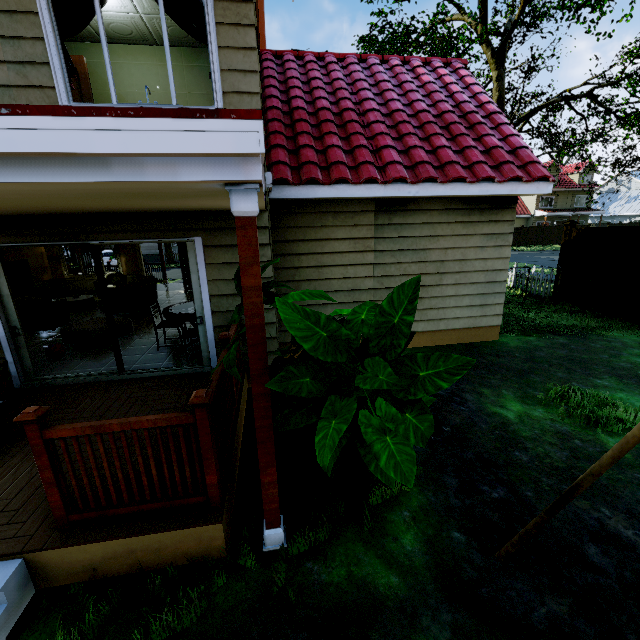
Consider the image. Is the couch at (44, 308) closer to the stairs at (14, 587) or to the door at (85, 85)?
the door at (85, 85)

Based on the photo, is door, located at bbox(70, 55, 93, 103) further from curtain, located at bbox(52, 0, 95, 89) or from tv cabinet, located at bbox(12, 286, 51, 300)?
tv cabinet, located at bbox(12, 286, 51, 300)

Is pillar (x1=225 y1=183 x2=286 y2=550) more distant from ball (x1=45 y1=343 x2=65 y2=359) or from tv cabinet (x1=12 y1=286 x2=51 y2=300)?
tv cabinet (x1=12 y1=286 x2=51 y2=300)

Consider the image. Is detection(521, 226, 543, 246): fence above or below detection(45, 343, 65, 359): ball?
above

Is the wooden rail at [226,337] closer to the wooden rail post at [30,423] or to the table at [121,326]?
the wooden rail post at [30,423]

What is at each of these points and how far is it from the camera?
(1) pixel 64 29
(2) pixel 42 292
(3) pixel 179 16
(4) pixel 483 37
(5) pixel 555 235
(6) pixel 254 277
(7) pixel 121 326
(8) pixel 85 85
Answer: (1) curtain, 4.0 meters
(2) tv cabinet, 10.3 meters
(3) curtain, 4.1 meters
(4) tree, 10.6 meters
(5) fence, 35.8 meters
(6) pillar, 2.1 meters
(7) table, 7.0 meters
(8) door, 5.5 meters

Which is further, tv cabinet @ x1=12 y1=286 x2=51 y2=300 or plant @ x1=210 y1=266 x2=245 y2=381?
tv cabinet @ x1=12 y1=286 x2=51 y2=300

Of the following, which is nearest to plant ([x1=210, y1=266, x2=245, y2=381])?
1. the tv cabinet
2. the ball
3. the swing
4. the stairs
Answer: the swing
